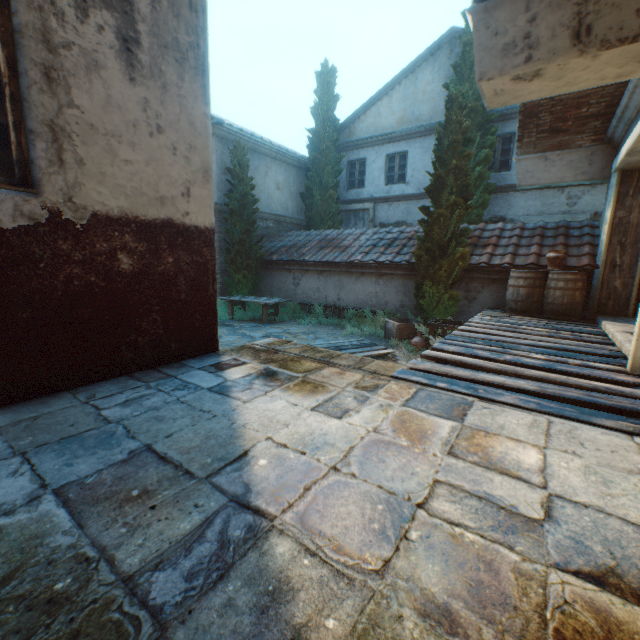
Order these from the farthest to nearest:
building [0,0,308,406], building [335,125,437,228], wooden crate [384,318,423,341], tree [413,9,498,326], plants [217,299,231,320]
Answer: building [335,125,437,228], plants [217,299,231,320], wooden crate [384,318,423,341], tree [413,9,498,326], building [0,0,308,406]

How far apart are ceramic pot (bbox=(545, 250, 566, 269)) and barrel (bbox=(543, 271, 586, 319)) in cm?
1

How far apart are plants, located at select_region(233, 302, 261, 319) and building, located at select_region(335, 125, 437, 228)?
6.5m

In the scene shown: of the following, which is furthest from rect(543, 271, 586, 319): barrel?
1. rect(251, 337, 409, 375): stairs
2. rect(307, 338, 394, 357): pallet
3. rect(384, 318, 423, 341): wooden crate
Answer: rect(251, 337, 409, 375): stairs

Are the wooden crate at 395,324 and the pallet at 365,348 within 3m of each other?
yes

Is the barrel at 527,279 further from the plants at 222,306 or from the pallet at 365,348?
the plants at 222,306

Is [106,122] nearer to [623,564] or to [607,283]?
[623,564]

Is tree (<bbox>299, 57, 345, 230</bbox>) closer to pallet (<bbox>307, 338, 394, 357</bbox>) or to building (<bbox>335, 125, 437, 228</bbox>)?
building (<bbox>335, 125, 437, 228</bbox>)
